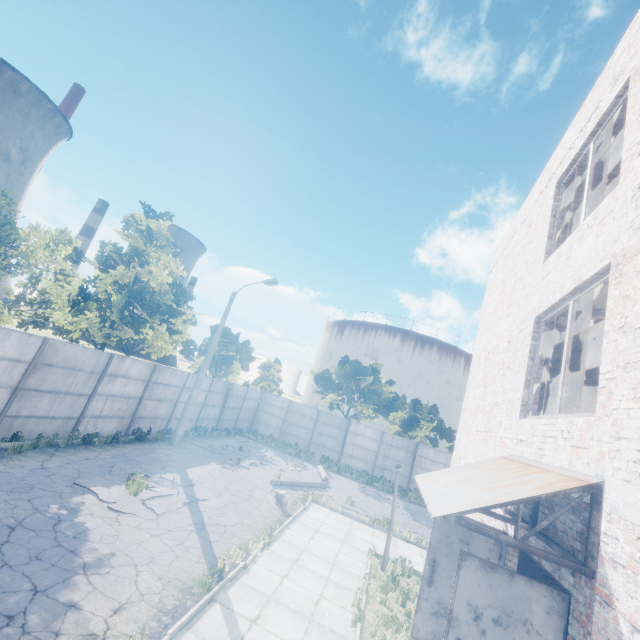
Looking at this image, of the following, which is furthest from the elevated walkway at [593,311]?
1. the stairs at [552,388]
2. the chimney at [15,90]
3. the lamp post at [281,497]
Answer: the chimney at [15,90]

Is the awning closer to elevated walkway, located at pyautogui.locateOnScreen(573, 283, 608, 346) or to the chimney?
elevated walkway, located at pyautogui.locateOnScreen(573, 283, 608, 346)

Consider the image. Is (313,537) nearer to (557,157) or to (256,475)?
(256,475)

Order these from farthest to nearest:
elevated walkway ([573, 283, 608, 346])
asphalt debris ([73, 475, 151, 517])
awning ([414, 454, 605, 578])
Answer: asphalt debris ([73, 475, 151, 517])
elevated walkway ([573, 283, 608, 346])
awning ([414, 454, 605, 578])

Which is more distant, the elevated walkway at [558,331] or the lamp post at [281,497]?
the lamp post at [281,497]

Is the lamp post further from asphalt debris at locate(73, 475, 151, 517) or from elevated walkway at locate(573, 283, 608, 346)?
elevated walkway at locate(573, 283, 608, 346)

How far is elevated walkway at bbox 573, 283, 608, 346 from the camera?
6.0m

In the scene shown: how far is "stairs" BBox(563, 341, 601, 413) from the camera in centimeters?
825cm
